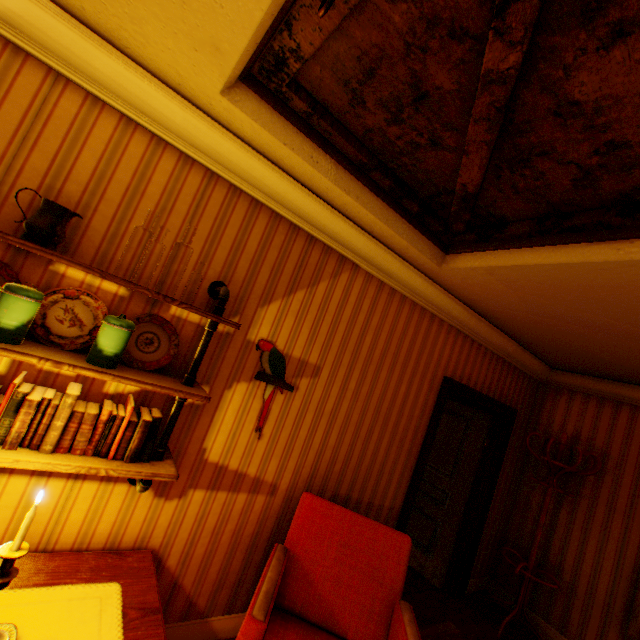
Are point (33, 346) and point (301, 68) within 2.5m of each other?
yes

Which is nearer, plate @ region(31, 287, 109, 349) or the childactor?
plate @ region(31, 287, 109, 349)

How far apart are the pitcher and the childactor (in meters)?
4.67

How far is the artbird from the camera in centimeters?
227cm

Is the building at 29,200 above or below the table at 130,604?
above

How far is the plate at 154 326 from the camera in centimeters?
179cm

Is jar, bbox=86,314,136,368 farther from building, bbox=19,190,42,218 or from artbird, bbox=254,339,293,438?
artbird, bbox=254,339,293,438

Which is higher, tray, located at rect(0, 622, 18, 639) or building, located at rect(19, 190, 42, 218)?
building, located at rect(19, 190, 42, 218)
